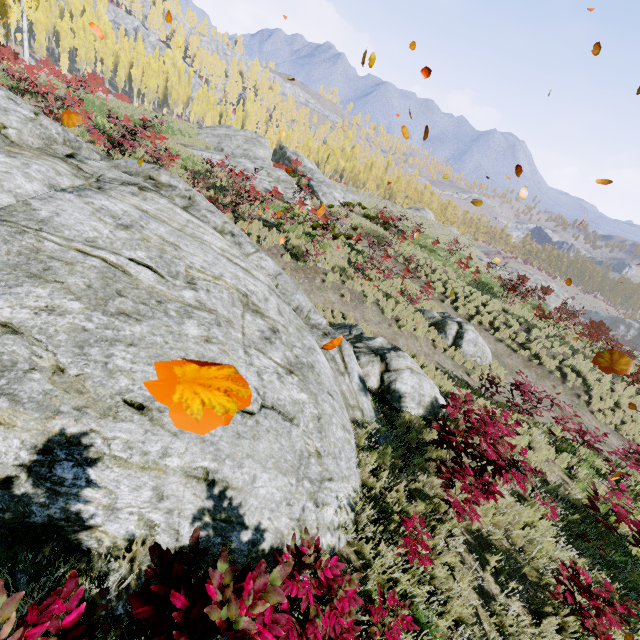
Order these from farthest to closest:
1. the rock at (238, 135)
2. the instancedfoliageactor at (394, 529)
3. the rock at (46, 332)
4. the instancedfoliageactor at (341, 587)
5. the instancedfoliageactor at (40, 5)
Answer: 1. the rock at (238, 135)
2. the instancedfoliageactor at (40, 5)
3. the instancedfoliageactor at (394, 529)
4. the rock at (46, 332)
5. the instancedfoliageactor at (341, 587)

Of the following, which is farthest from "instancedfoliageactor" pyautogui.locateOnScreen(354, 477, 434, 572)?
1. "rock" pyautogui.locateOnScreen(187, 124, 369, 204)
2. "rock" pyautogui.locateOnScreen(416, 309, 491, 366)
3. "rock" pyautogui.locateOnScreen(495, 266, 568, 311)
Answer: "rock" pyautogui.locateOnScreen(187, 124, 369, 204)

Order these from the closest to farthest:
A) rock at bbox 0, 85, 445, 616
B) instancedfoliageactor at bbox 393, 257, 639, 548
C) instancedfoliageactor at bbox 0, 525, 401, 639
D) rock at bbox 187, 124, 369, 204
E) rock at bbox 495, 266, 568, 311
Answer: instancedfoliageactor at bbox 0, 525, 401, 639, rock at bbox 0, 85, 445, 616, instancedfoliageactor at bbox 393, 257, 639, 548, rock at bbox 187, 124, 369, 204, rock at bbox 495, 266, 568, 311

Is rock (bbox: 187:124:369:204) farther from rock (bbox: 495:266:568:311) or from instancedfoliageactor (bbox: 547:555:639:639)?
rock (bbox: 495:266:568:311)

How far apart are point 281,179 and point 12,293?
23.55m

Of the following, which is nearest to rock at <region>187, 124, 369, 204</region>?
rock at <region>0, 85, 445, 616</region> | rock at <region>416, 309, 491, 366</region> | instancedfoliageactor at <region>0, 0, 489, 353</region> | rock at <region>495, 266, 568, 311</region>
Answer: instancedfoliageactor at <region>0, 0, 489, 353</region>

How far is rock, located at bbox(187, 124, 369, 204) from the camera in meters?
23.2

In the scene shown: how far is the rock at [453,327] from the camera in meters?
13.6
